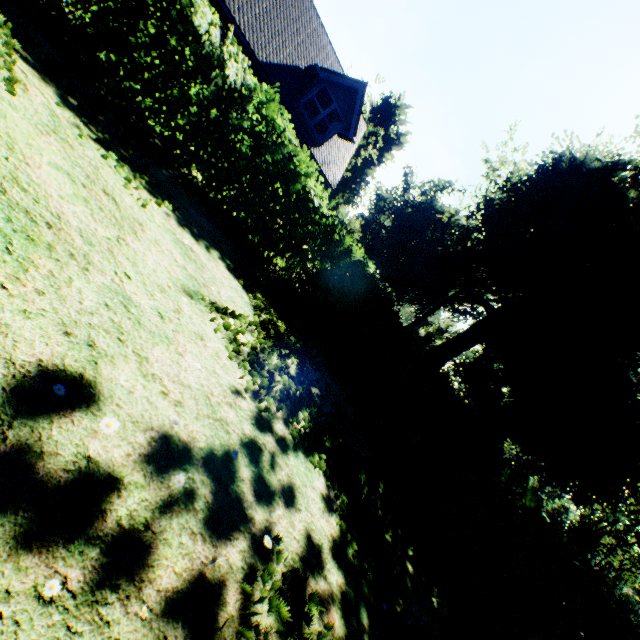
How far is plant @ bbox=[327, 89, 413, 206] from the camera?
43.41m

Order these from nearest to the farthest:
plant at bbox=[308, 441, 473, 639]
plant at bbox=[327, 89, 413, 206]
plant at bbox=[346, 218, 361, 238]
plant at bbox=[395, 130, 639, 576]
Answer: plant at bbox=[308, 441, 473, 639]
plant at bbox=[395, 130, 639, 576]
plant at bbox=[346, 218, 361, 238]
plant at bbox=[327, 89, 413, 206]

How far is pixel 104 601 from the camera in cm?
139

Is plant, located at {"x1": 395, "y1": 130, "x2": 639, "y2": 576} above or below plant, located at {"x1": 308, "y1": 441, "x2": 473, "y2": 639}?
above

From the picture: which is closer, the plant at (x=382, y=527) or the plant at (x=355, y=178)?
the plant at (x=382, y=527)

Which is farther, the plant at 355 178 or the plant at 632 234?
the plant at 355 178

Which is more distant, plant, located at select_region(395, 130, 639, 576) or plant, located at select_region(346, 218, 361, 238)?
plant, located at select_region(346, 218, 361, 238)
